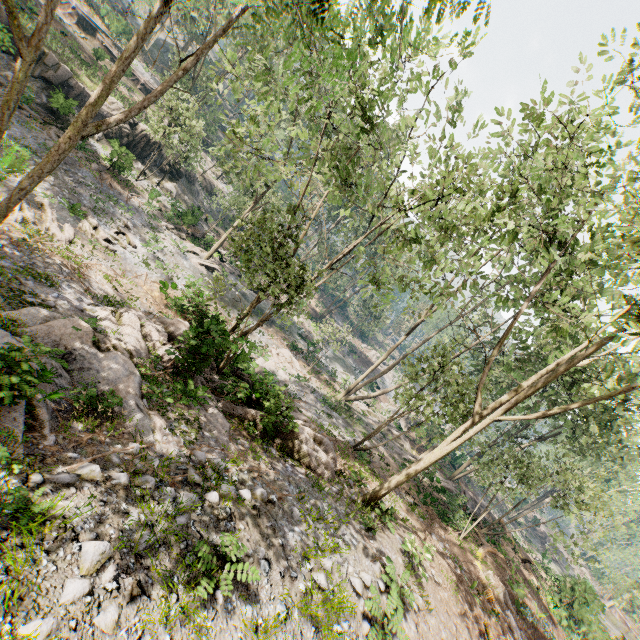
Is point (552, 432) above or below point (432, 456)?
above

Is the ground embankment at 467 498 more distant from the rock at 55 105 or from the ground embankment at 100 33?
the ground embankment at 100 33

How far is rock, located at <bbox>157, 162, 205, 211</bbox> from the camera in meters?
34.6

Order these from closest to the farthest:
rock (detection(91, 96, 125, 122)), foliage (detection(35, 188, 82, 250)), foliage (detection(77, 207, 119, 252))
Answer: foliage (detection(35, 188, 82, 250)) → foliage (detection(77, 207, 119, 252)) → rock (detection(91, 96, 125, 122))

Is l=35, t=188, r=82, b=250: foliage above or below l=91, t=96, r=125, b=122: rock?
below

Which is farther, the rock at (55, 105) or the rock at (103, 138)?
the rock at (103, 138)

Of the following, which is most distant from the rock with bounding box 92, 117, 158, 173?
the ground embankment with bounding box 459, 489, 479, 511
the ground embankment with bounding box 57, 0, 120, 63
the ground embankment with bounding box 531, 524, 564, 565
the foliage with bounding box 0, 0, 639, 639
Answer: the ground embankment with bounding box 531, 524, 564, 565
